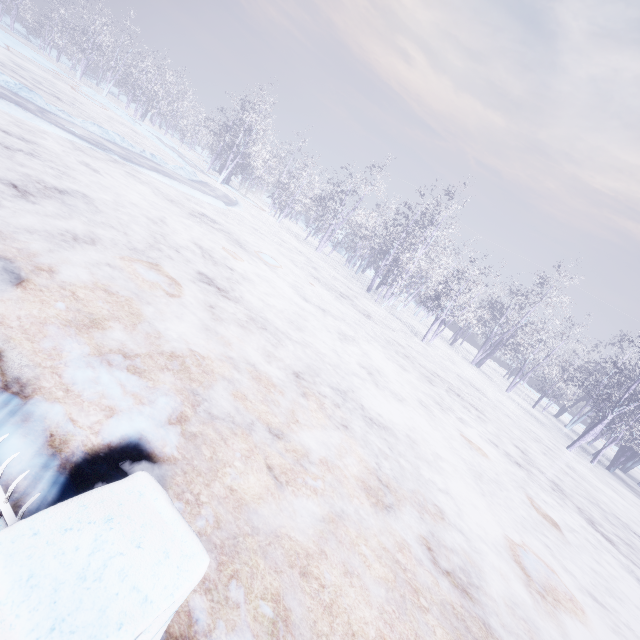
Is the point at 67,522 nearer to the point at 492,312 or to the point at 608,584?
the point at 608,584
